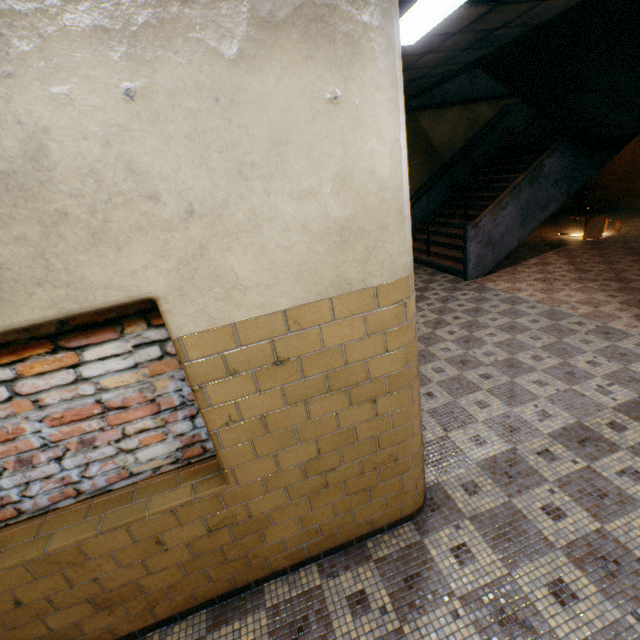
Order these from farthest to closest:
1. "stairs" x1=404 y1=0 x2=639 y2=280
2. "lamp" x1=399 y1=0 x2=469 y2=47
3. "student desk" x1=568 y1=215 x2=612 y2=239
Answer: "student desk" x1=568 y1=215 x2=612 y2=239 → "stairs" x1=404 y1=0 x2=639 y2=280 → "lamp" x1=399 y1=0 x2=469 y2=47

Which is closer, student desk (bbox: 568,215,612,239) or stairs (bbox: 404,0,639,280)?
stairs (bbox: 404,0,639,280)

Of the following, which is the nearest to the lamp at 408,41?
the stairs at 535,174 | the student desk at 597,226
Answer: the stairs at 535,174

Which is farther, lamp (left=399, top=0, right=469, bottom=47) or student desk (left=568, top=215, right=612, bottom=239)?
student desk (left=568, top=215, right=612, bottom=239)

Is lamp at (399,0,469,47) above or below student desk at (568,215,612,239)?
above

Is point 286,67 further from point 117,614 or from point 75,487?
point 117,614

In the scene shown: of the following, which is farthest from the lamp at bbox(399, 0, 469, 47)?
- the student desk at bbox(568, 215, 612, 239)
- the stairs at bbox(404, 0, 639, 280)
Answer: the student desk at bbox(568, 215, 612, 239)
